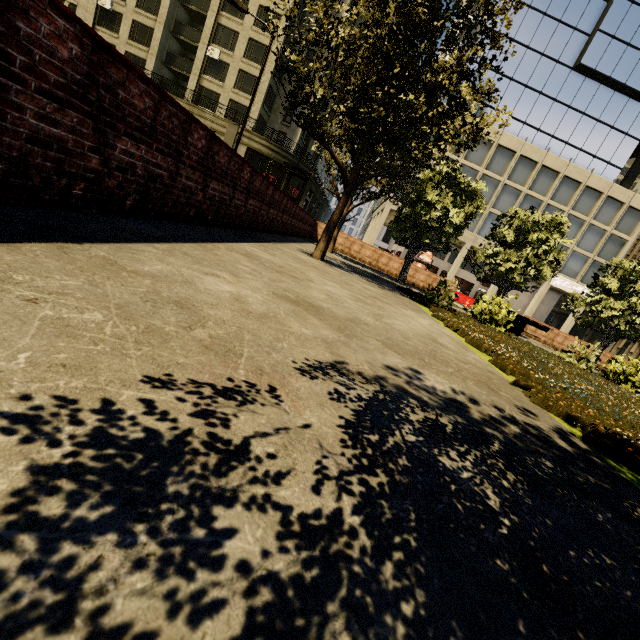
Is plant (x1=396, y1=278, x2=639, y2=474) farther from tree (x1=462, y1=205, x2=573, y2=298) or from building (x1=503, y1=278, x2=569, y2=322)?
building (x1=503, y1=278, x2=569, y2=322)

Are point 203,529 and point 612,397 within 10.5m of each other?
yes

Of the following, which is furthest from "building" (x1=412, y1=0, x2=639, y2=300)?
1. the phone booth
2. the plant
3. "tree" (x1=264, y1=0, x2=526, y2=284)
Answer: the plant

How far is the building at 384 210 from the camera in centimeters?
3481cm

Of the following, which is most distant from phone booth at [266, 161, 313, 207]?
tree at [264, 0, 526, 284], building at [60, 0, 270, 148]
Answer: building at [60, 0, 270, 148]

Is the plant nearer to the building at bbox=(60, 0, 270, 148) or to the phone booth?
the phone booth

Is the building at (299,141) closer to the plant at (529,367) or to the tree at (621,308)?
the tree at (621,308)
